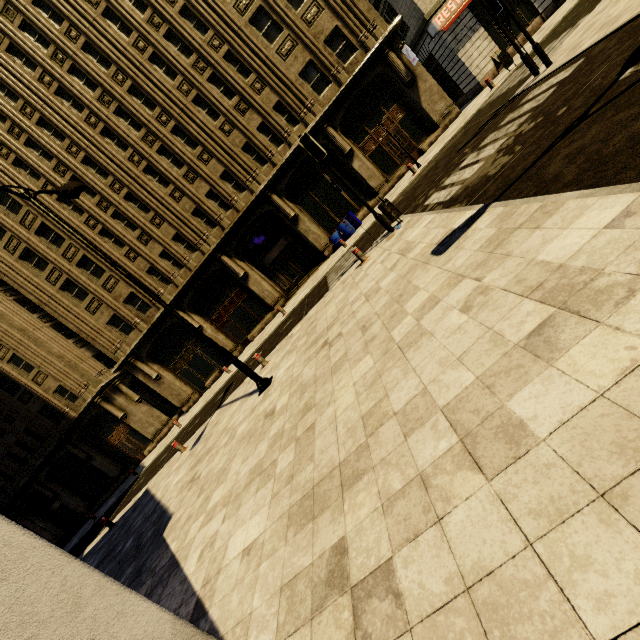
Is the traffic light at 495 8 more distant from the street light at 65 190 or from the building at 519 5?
the street light at 65 190

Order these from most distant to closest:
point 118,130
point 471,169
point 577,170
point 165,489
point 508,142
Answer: point 118,130 → point 165,489 → point 471,169 → point 508,142 → point 577,170

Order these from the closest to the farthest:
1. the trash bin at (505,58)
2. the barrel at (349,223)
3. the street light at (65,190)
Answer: the street light at (65,190), the trash bin at (505,58), the barrel at (349,223)

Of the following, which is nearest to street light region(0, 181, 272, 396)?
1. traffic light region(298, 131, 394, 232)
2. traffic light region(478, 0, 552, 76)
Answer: traffic light region(298, 131, 394, 232)

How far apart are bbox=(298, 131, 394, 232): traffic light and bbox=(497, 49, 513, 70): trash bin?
11.46m

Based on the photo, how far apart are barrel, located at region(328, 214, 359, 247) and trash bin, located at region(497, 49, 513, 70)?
9.5m

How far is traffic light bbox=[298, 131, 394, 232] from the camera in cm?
920

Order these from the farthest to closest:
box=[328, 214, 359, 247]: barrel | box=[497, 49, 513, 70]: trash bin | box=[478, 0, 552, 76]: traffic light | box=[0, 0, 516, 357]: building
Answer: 1. box=[328, 214, 359, 247]: barrel
2. box=[0, 0, 516, 357]: building
3. box=[497, 49, 513, 70]: trash bin
4. box=[478, 0, 552, 76]: traffic light
